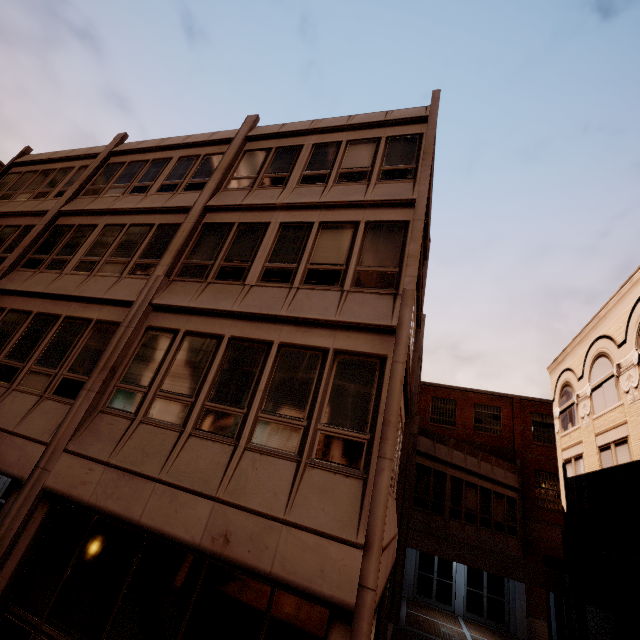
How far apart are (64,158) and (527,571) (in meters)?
28.66
